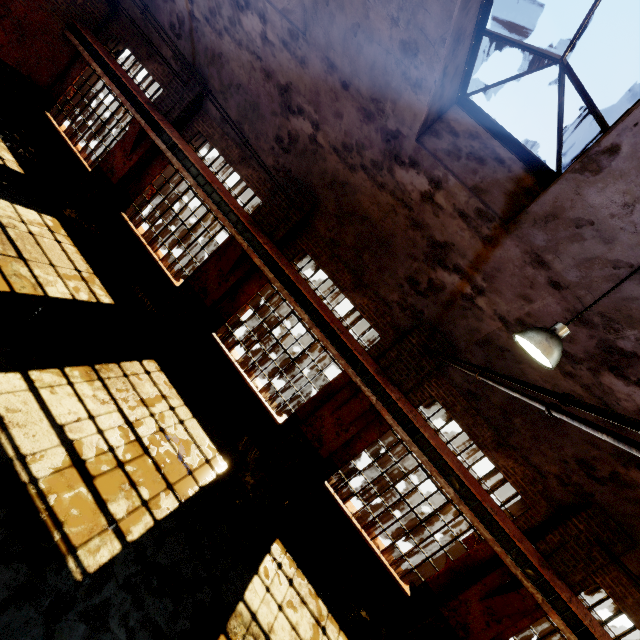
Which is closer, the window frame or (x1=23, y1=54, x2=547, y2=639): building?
the window frame

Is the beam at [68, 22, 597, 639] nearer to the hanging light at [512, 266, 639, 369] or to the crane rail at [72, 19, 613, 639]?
the crane rail at [72, 19, 613, 639]

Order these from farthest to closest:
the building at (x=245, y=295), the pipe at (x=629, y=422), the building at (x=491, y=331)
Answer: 1. the building at (x=245, y=295)
2. the building at (x=491, y=331)
3. the pipe at (x=629, y=422)

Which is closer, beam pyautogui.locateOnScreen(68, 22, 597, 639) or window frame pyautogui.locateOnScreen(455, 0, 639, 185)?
window frame pyautogui.locateOnScreen(455, 0, 639, 185)

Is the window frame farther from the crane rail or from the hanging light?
the crane rail

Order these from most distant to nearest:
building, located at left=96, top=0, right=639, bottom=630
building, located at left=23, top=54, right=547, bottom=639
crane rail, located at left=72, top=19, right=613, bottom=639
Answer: building, located at left=23, top=54, right=547, bottom=639, crane rail, located at left=72, top=19, right=613, bottom=639, building, located at left=96, top=0, right=639, bottom=630

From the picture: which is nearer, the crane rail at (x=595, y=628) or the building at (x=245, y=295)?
the crane rail at (x=595, y=628)

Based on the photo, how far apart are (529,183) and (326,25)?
4.2 meters
